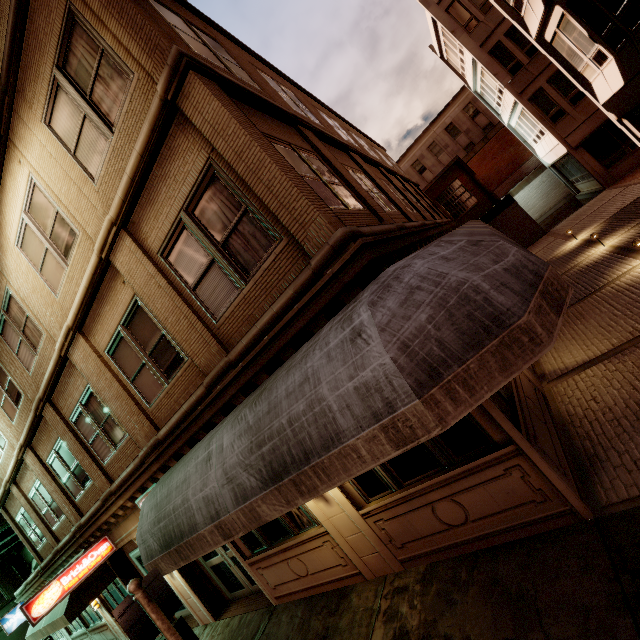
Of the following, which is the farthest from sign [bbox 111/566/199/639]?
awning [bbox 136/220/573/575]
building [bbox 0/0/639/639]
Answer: building [bbox 0/0/639/639]

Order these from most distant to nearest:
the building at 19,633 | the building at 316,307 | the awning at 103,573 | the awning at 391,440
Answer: the building at 19,633
the awning at 103,573
the building at 316,307
the awning at 391,440

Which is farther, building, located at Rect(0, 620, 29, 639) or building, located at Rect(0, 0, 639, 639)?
building, located at Rect(0, 620, 29, 639)

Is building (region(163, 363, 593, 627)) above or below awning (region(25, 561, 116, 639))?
below

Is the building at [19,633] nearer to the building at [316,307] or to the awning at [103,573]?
the building at [316,307]

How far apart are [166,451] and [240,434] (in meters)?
3.74

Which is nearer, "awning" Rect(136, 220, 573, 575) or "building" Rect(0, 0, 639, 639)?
"awning" Rect(136, 220, 573, 575)

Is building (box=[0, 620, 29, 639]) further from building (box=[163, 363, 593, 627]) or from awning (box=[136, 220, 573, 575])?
awning (box=[136, 220, 573, 575])
